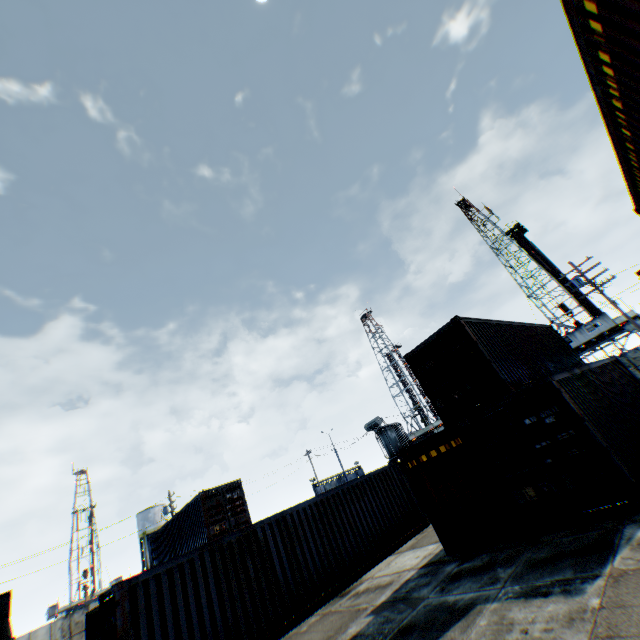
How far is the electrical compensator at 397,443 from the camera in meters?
29.5 m

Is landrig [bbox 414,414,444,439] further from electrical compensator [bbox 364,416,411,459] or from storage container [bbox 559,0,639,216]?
storage container [bbox 559,0,639,216]

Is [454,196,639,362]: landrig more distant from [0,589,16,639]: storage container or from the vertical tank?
the vertical tank

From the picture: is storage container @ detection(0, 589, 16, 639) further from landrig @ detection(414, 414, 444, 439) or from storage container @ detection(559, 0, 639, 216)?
landrig @ detection(414, 414, 444, 439)

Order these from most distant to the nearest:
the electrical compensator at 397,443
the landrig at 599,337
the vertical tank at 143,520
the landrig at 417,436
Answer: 1. the landrig at 417,436
2. the vertical tank at 143,520
3. the landrig at 599,337
4. the electrical compensator at 397,443

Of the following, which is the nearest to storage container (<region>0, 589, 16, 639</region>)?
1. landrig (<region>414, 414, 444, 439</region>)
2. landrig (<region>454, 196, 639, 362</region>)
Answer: landrig (<region>454, 196, 639, 362</region>)

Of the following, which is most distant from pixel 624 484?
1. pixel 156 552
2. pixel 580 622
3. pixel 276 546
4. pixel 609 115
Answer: pixel 156 552

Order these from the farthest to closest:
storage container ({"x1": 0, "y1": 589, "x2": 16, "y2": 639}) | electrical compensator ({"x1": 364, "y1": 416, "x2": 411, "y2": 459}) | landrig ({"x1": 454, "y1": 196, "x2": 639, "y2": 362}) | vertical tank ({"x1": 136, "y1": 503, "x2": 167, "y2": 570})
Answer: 1. vertical tank ({"x1": 136, "y1": 503, "x2": 167, "y2": 570})
2. landrig ({"x1": 454, "y1": 196, "x2": 639, "y2": 362})
3. electrical compensator ({"x1": 364, "y1": 416, "x2": 411, "y2": 459})
4. storage container ({"x1": 0, "y1": 589, "x2": 16, "y2": 639})
